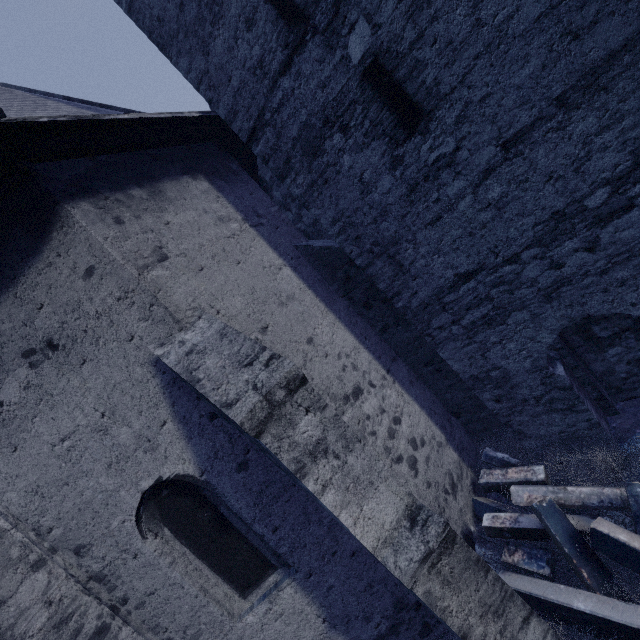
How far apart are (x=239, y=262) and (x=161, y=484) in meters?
2.9

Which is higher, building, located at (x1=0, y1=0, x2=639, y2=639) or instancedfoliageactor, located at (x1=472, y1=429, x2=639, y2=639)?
building, located at (x1=0, y1=0, x2=639, y2=639)

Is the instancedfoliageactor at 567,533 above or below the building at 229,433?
below
